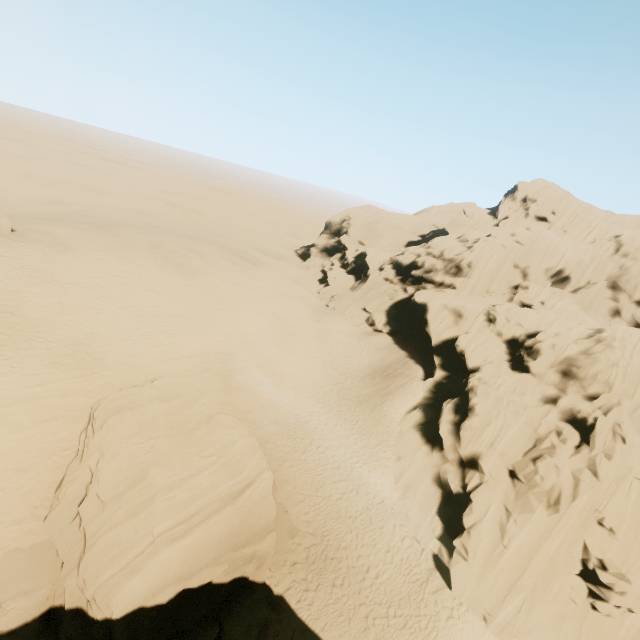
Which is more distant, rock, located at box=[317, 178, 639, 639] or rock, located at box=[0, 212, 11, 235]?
rock, located at box=[0, 212, 11, 235]

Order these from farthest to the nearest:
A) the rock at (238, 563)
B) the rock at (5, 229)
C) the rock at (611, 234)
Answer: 1. the rock at (5, 229)
2. the rock at (611, 234)
3. the rock at (238, 563)

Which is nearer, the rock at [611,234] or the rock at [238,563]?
the rock at [238,563]

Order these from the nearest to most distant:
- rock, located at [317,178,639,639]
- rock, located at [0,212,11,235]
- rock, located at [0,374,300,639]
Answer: rock, located at [0,374,300,639] < rock, located at [317,178,639,639] < rock, located at [0,212,11,235]

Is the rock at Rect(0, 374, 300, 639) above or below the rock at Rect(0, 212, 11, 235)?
below

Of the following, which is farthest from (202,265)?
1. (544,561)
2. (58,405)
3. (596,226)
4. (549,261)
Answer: (596,226)

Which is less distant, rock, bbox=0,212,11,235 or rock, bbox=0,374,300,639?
rock, bbox=0,374,300,639
